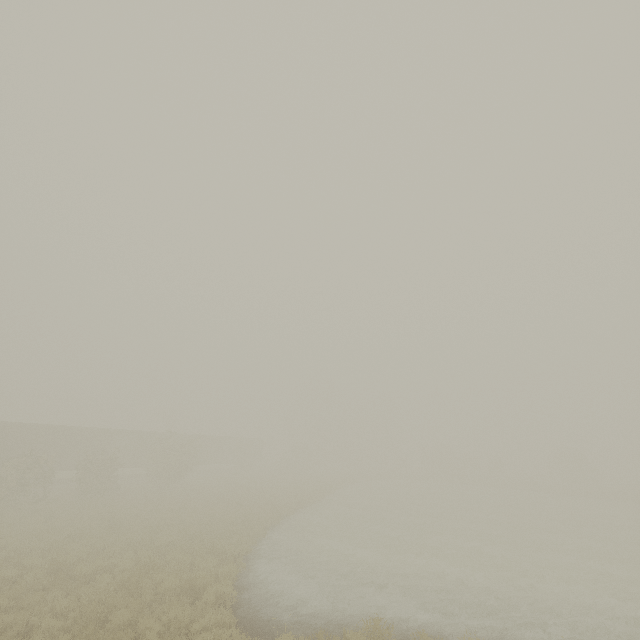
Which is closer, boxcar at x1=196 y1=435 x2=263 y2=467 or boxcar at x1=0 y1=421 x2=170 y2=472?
boxcar at x1=0 y1=421 x2=170 y2=472

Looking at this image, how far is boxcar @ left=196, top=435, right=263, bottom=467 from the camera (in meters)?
44.69

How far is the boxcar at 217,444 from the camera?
44.7m

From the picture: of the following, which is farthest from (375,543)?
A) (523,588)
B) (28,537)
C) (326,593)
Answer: (28,537)

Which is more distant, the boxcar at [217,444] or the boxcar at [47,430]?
the boxcar at [217,444]
